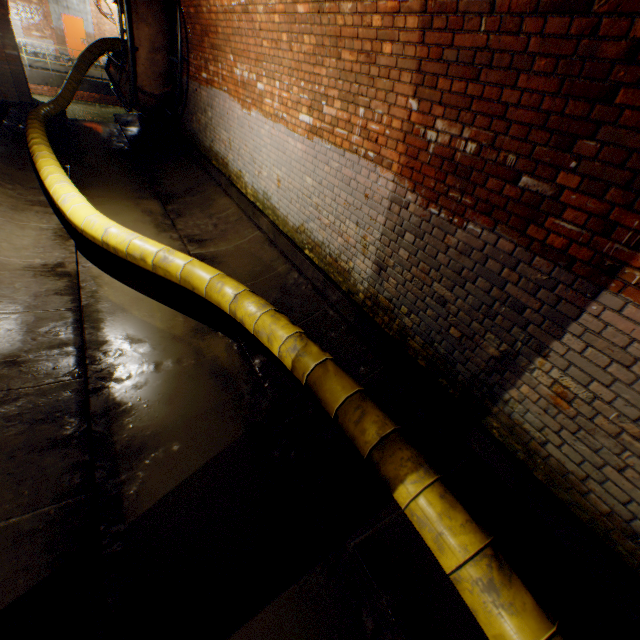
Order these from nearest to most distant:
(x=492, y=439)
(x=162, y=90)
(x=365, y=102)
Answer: (x=492, y=439), (x=365, y=102), (x=162, y=90)

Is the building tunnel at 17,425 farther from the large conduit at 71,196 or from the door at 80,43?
the door at 80,43

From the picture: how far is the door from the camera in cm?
1900

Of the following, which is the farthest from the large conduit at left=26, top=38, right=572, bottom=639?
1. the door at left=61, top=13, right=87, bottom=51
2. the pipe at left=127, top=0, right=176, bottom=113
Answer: the door at left=61, top=13, right=87, bottom=51

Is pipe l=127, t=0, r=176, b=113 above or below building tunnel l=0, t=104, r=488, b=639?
above

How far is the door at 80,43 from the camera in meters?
19.0 m

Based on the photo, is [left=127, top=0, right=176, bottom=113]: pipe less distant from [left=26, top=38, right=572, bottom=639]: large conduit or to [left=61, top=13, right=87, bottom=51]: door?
[left=26, top=38, right=572, bottom=639]: large conduit

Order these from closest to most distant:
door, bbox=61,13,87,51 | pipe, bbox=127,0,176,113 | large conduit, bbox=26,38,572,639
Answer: large conduit, bbox=26,38,572,639 → pipe, bbox=127,0,176,113 → door, bbox=61,13,87,51
